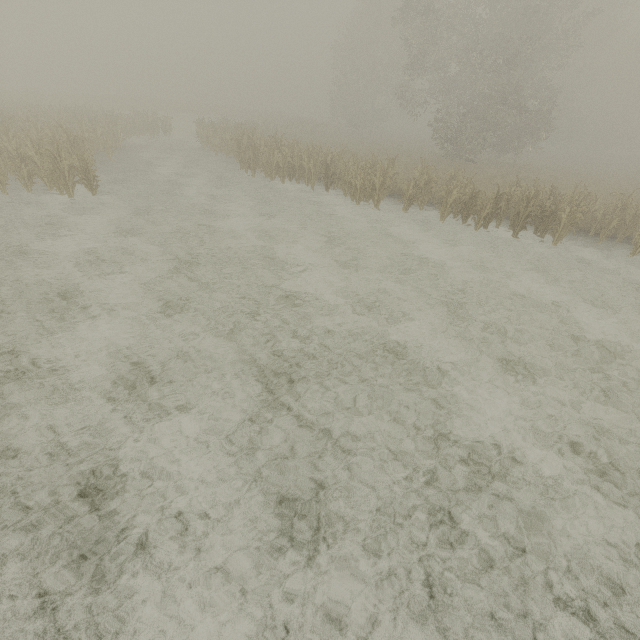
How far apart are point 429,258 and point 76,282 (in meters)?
10.24
